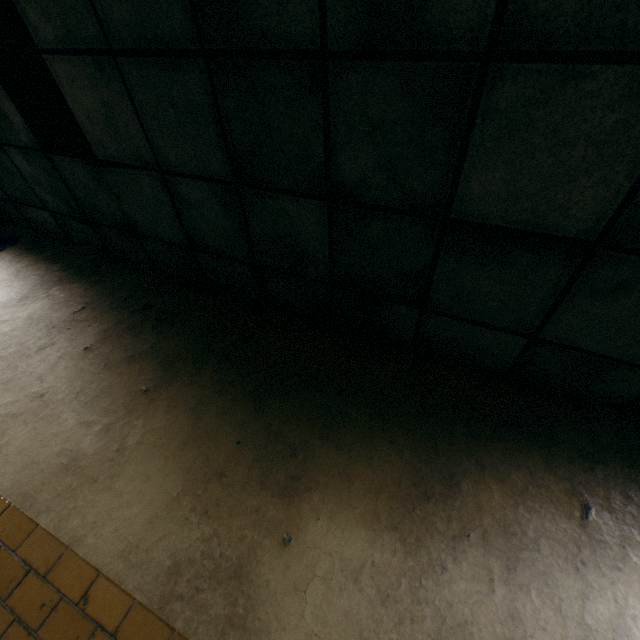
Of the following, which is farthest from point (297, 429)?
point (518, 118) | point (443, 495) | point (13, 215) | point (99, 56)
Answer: point (13, 215)
